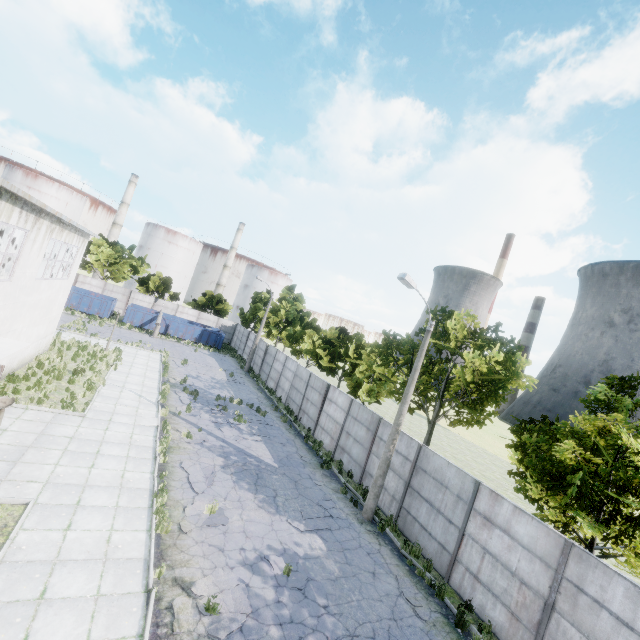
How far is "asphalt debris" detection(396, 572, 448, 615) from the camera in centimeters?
993cm

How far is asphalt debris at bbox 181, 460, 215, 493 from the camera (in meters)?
11.84

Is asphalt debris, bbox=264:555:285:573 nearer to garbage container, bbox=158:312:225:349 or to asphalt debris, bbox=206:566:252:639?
asphalt debris, bbox=206:566:252:639

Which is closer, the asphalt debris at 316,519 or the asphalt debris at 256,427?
the asphalt debris at 316,519

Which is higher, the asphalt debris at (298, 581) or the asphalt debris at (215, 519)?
the asphalt debris at (215, 519)

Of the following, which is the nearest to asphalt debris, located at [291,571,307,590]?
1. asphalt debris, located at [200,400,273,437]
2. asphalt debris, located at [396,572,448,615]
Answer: asphalt debris, located at [396,572,448,615]

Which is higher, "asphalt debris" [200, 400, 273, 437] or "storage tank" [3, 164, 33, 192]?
"storage tank" [3, 164, 33, 192]

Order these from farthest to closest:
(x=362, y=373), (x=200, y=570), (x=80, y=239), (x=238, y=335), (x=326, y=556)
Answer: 1. (x=238, y=335)
2. (x=362, y=373)
3. (x=80, y=239)
4. (x=326, y=556)
5. (x=200, y=570)
